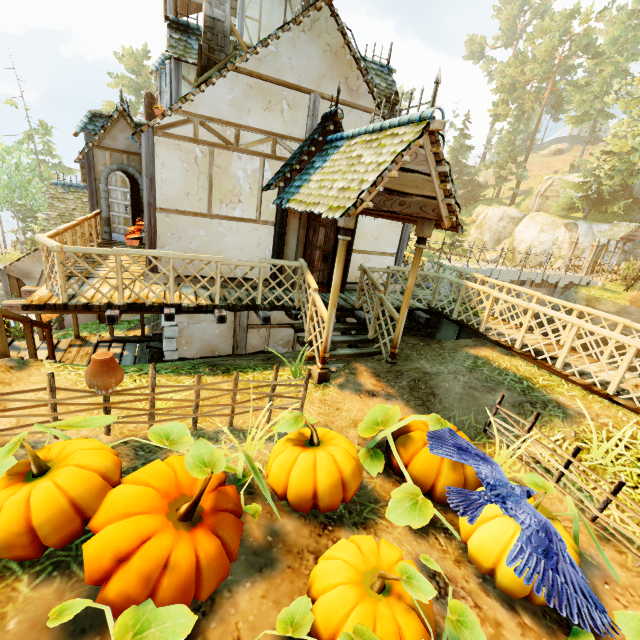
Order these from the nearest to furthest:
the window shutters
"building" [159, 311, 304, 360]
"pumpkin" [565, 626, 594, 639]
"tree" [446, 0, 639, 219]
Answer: "pumpkin" [565, 626, 594, 639] → "building" [159, 311, 304, 360] → the window shutters → "tree" [446, 0, 639, 219]

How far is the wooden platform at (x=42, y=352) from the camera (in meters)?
7.81

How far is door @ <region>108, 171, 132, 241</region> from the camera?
10.4m

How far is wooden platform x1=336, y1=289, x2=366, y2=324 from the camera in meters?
7.7

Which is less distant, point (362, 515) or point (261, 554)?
point (261, 554)

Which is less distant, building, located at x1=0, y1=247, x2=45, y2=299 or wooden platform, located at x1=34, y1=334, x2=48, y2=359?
wooden platform, located at x1=34, y1=334, x2=48, y2=359

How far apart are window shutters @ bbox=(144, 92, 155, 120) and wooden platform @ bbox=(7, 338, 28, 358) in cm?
1182

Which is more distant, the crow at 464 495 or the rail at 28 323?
the rail at 28 323
